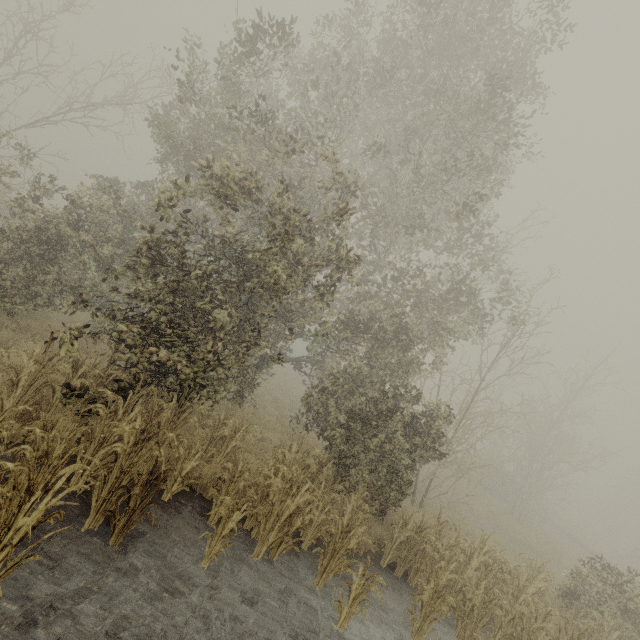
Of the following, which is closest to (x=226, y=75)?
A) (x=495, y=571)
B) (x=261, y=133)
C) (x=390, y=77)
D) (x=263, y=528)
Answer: (x=261, y=133)
